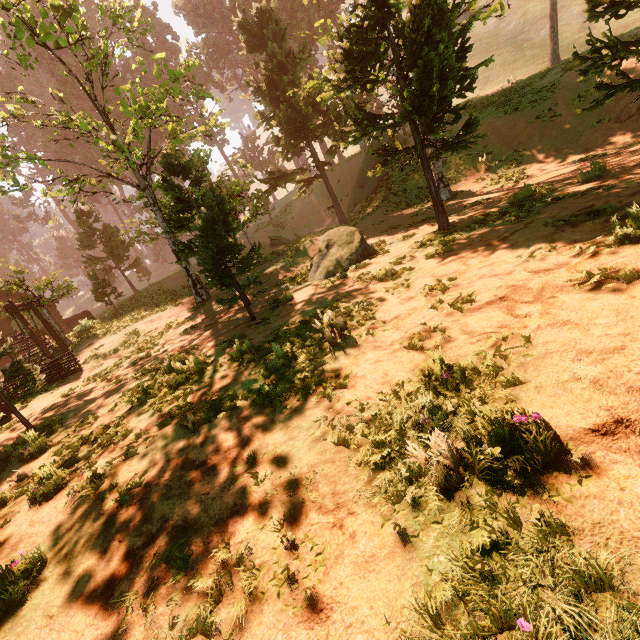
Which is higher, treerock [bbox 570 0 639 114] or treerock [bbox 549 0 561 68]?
treerock [bbox 549 0 561 68]

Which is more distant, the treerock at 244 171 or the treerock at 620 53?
the treerock at 244 171

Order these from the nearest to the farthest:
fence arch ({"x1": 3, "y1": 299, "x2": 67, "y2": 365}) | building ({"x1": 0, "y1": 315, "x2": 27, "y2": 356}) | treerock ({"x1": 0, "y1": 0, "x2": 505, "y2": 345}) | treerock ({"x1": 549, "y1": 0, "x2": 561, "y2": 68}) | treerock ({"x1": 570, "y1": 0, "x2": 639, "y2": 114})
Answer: treerock ({"x1": 570, "y1": 0, "x2": 639, "y2": 114}) < treerock ({"x1": 0, "y1": 0, "x2": 505, "y2": 345}) < fence arch ({"x1": 3, "y1": 299, "x2": 67, "y2": 365}) < building ({"x1": 0, "y1": 315, "x2": 27, "y2": 356}) < treerock ({"x1": 549, "y1": 0, "x2": 561, "y2": 68})

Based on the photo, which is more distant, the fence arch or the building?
the building

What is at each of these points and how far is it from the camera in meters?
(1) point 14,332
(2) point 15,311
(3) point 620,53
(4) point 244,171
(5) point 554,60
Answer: (1) building, 25.0 m
(2) fence arch, 14.9 m
(3) treerock, 7.3 m
(4) treerock, 55.4 m
(5) treerock, 26.1 m

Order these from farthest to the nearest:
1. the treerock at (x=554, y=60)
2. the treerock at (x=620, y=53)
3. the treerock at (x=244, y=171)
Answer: the treerock at (x=554, y=60) < the treerock at (x=244, y=171) < the treerock at (x=620, y=53)

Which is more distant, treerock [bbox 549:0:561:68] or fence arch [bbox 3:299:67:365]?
treerock [bbox 549:0:561:68]
